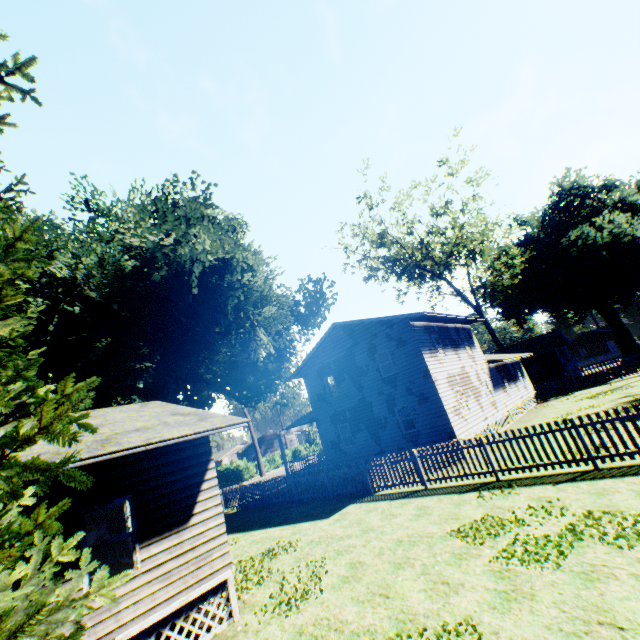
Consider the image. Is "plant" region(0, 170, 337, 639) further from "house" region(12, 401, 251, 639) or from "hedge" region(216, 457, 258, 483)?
"hedge" region(216, 457, 258, 483)

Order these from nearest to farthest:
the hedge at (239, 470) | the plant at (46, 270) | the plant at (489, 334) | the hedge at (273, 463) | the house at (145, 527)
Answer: the plant at (46, 270)
the house at (145, 527)
the plant at (489, 334)
the hedge at (239, 470)
the hedge at (273, 463)

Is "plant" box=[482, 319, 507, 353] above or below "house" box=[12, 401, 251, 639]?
above

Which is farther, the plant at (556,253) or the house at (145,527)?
the plant at (556,253)

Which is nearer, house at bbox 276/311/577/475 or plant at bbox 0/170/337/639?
plant at bbox 0/170/337/639

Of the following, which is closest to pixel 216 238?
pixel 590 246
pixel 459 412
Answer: pixel 459 412
